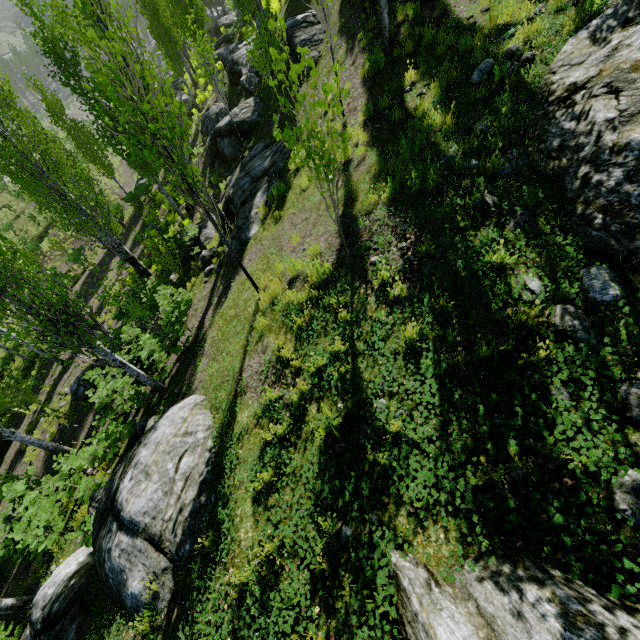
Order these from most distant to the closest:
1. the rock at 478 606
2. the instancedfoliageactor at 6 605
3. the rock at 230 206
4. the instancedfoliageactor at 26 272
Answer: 1. the rock at 230 206
2. the instancedfoliageactor at 6 605
3. the instancedfoliageactor at 26 272
4. the rock at 478 606

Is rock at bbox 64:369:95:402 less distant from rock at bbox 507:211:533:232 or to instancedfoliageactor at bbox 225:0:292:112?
instancedfoliageactor at bbox 225:0:292:112

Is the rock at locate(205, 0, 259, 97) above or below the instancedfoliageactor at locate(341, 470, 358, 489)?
below

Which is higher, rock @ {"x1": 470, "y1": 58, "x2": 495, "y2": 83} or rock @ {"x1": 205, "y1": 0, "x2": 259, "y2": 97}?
rock @ {"x1": 470, "y1": 58, "x2": 495, "y2": 83}

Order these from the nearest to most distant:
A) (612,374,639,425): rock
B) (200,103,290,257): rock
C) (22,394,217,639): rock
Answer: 1. (612,374,639,425): rock
2. (22,394,217,639): rock
3. (200,103,290,257): rock

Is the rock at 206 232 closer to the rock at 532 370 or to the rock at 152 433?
the rock at 152 433

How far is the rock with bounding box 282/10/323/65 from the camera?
12.1m

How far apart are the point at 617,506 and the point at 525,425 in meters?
0.7
